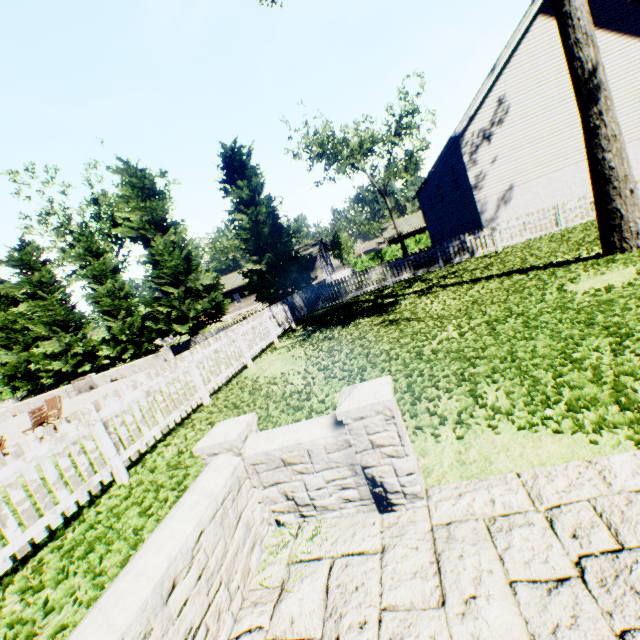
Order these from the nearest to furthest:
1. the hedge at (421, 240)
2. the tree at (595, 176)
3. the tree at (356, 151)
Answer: the tree at (595, 176) < the tree at (356, 151) < the hedge at (421, 240)

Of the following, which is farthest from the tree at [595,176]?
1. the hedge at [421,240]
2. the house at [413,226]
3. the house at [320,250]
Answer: the house at [413,226]

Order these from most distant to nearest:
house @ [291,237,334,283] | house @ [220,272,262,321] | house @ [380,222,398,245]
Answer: house @ [380,222,398,245], house @ [220,272,262,321], house @ [291,237,334,283]

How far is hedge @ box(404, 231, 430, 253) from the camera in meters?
40.0 m

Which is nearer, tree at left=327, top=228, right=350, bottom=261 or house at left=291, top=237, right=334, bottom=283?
house at left=291, top=237, right=334, bottom=283

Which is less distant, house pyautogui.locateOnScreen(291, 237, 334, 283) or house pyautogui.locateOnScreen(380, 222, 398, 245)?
house pyautogui.locateOnScreen(291, 237, 334, 283)

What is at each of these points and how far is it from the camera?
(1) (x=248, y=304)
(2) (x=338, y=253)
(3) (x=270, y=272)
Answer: (1) house, 44.7m
(2) tree, 54.7m
(3) tree, 21.3m

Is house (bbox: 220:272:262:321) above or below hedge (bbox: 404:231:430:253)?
above
